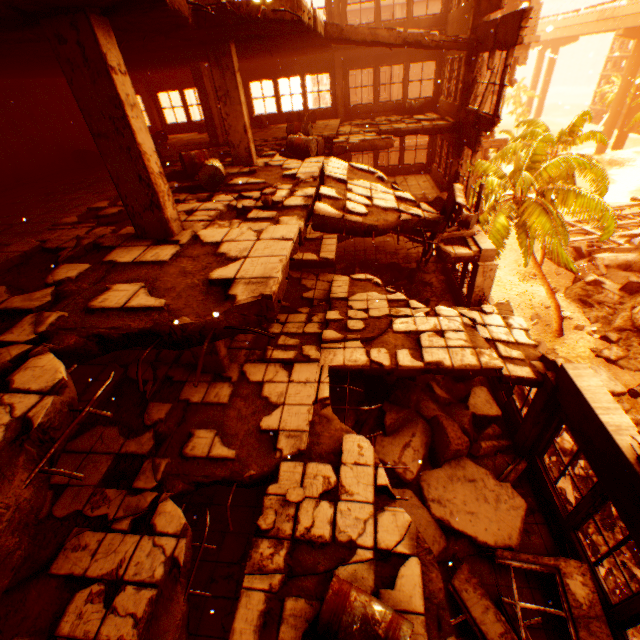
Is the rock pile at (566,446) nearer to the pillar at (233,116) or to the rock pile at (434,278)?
the rock pile at (434,278)

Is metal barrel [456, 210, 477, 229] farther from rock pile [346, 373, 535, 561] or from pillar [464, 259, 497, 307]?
rock pile [346, 373, 535, 561]

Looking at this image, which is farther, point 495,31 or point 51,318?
point 495,31

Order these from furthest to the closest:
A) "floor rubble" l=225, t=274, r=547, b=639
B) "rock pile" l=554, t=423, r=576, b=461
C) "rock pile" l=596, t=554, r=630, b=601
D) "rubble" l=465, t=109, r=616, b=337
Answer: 1. "rubble" l=465, t=109, r=616, b=337
2. "rock pile" l=554, t=423, r=576, b=461
3. "rock pile" l=596, t=554, r=630, b=601
4. "floor rubble" l=225, t=274, r=547, b=639

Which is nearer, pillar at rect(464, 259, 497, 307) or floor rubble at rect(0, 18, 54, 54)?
floor rubble at rect(0, 18, 54, 54)

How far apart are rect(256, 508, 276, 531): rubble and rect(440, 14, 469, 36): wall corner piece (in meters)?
15.11

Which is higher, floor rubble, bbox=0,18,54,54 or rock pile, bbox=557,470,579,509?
floor rubble, bbox=0,18,54,54

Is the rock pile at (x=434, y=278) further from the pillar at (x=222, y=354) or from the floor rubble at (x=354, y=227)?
the floor rubble at (x=354, y=227)
